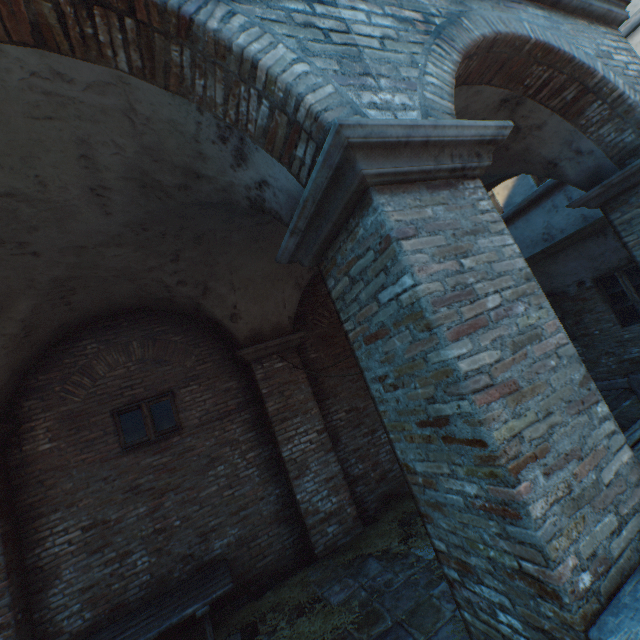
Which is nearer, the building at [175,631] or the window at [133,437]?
the building at [175,631]

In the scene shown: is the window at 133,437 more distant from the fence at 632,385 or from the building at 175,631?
the building at 175,631

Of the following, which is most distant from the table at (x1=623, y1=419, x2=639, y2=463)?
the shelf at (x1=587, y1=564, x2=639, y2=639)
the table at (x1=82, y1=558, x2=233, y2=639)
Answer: the table at (x1=82, y1=558, x2=233, y2=639)

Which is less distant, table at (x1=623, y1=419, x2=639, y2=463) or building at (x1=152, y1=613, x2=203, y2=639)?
table at (x1=623, y1=419, x2=639, y2=463)

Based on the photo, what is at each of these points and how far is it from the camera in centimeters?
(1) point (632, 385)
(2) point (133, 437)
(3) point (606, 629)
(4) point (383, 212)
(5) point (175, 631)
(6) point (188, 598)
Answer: (1) fence, 549cm
(2) window, 570cm
(3) shelf, 142cm
(4) building, 193cm
(5) building, 506cm
(6) table, 448cm

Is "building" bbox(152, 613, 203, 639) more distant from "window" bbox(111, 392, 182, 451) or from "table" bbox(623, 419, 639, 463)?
"table" bbox(623, 419, 639, 463)

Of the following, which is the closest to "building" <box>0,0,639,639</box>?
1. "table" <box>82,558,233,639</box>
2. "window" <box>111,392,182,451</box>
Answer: "table" <box>82,558,233,639</box>

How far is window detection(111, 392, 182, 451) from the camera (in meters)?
5.67
